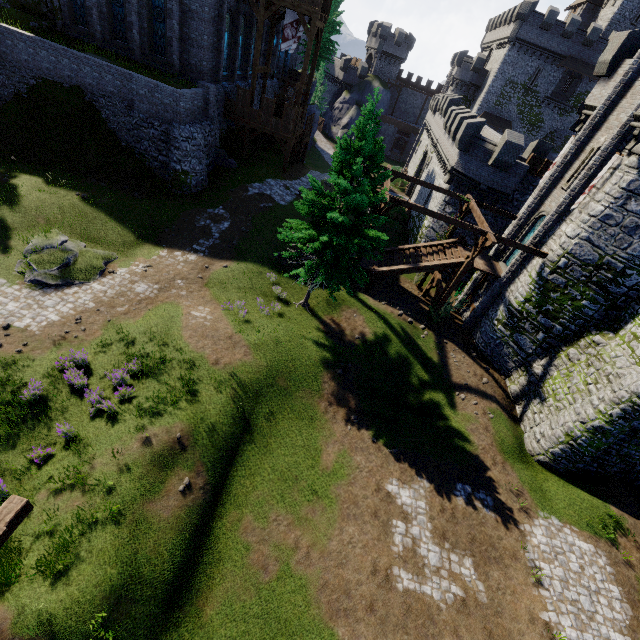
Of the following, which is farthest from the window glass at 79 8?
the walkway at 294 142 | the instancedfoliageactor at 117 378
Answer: the instancedfoliageactor at 117 378

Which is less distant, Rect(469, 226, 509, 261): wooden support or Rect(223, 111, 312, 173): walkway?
Rect(469, 226, 509, 261): wooden support

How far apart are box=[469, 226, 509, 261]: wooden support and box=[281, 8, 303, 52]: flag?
20.75m

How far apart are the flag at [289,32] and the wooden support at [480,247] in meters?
20.8 m

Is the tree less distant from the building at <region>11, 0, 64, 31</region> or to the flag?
the building at <region>11, 0, 64, 31</region>

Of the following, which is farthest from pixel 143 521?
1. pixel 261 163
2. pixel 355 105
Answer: pixel 355 105

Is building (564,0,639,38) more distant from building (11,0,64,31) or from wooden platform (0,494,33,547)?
wooden platform (0,494,33,547)

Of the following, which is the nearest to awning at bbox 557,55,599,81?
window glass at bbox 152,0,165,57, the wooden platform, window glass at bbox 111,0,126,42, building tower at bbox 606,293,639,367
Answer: building tower at bbox 606,293,639,367
